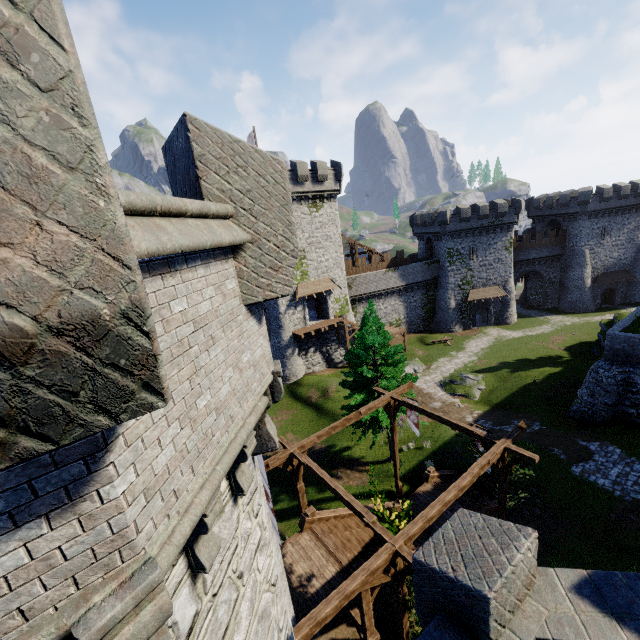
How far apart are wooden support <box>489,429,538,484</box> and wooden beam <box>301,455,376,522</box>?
4.80m

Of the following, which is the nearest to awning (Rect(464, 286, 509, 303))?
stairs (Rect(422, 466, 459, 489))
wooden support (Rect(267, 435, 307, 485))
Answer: stairs (Rect(422, 466, 459, 489))

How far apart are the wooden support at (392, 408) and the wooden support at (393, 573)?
6.5m

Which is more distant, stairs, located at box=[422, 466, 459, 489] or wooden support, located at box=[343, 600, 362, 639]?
stairs, located at box=[422, 466, 459, 489]

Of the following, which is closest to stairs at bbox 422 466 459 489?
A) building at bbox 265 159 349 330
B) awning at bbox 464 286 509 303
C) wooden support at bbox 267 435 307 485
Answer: wooden support at bbox 267 435 307 485

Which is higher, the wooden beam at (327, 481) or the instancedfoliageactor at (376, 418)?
the wooden beam at (327, 481)

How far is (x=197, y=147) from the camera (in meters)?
3.66

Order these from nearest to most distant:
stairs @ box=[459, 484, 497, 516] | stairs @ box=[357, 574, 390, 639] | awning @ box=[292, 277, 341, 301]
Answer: stairs @ box=[357, 574, 390, 639] < stairs @ box=[459, 484, 497, 516] < awning @ box=[292, 277, 341, 301]
